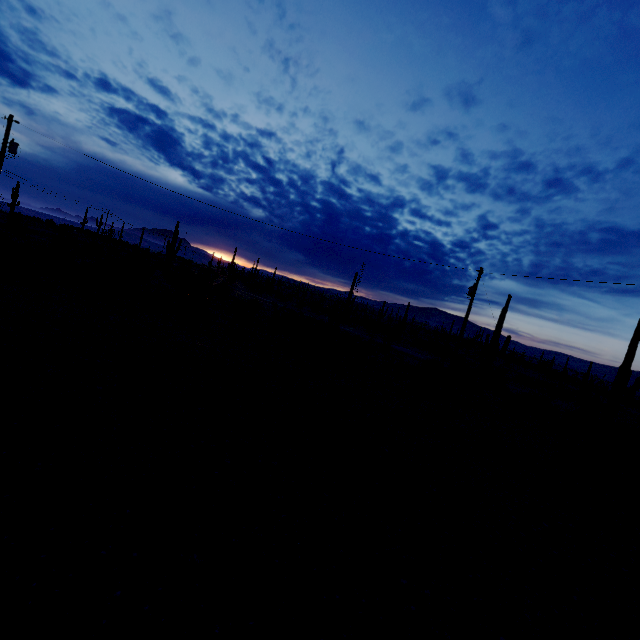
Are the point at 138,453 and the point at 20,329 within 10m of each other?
yes
